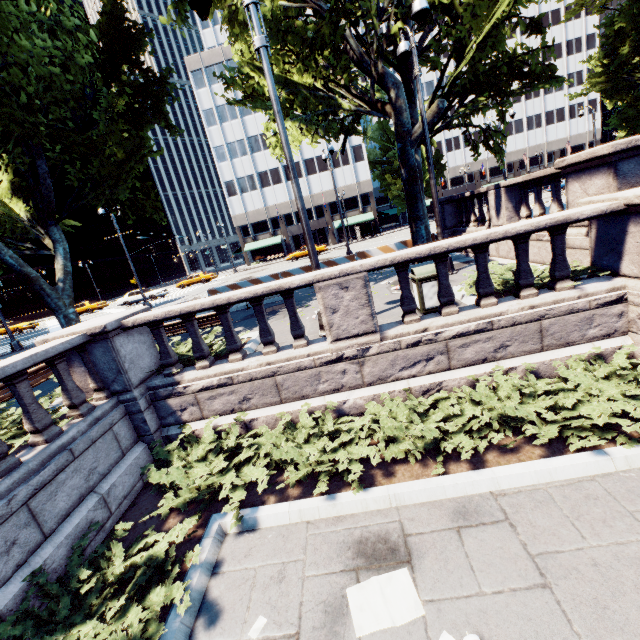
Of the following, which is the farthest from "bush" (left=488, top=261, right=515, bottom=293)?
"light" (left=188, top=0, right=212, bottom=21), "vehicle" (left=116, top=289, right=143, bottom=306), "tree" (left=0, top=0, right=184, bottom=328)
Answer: "vehicle" (left=116, top=289, right=143, bottom=306)

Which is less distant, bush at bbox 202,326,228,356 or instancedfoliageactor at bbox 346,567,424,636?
instancedfoliageactor at bbox 346,567,424,636

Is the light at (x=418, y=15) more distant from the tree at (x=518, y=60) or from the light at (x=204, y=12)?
the light at (x=204, y=12)

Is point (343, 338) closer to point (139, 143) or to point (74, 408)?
point (74, 408)

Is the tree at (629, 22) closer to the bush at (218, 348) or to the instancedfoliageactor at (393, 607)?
the instancedfoliageactor at (393, 607)

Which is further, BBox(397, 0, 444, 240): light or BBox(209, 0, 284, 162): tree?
BBox(209, 0, 284, 162): tree

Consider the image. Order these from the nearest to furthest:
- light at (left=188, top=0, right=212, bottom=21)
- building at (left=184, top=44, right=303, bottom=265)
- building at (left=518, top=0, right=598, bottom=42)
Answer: light at (left=188, top=0, right=212, bottom=21)
building at (left=184, top=44, right=303, bottom=265)
building at (left=518, top=0, right=598, bottom=42)

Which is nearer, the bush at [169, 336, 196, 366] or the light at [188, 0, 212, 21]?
the light at [188, 0, 212, 21]
